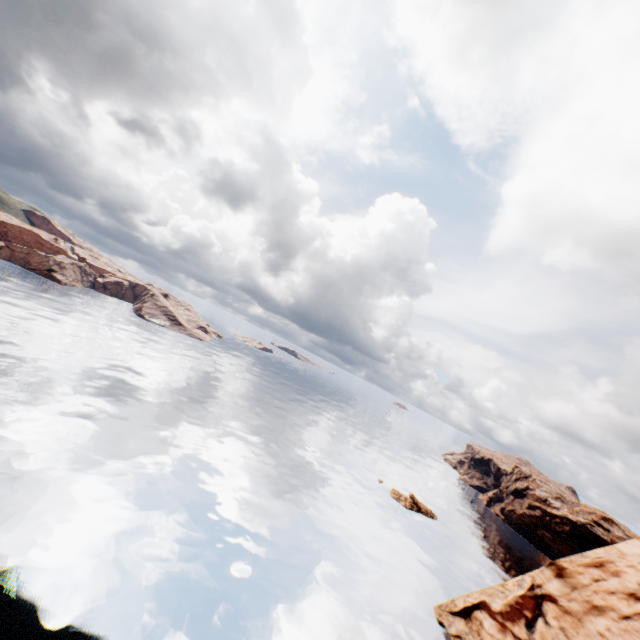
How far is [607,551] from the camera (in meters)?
37.41
